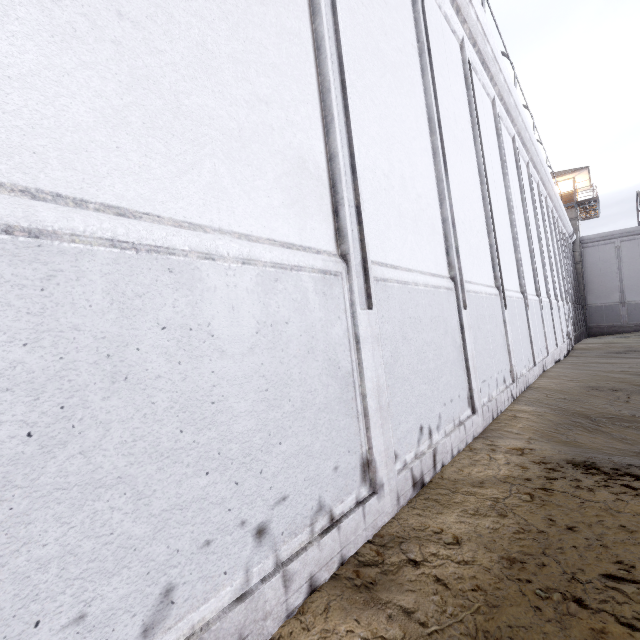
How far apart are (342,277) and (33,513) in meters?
2.1

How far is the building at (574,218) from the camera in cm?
2866

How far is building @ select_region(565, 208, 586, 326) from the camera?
28.66m
